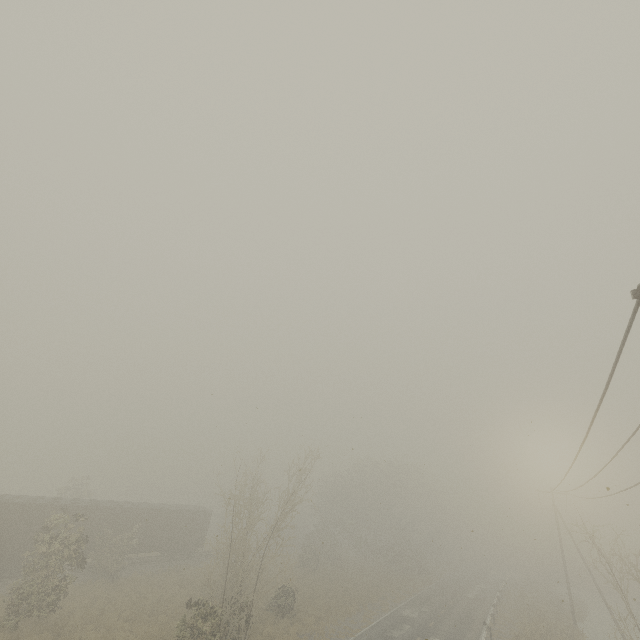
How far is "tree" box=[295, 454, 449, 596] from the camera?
44.5 meters

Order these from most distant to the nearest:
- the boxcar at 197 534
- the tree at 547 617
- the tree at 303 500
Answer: the tree at 547 617 < the boxcar at 197 534 < the tree at 303 500

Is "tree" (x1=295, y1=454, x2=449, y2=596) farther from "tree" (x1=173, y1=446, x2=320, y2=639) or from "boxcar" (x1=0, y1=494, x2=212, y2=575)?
"tree" (x1=173, y1=446, x2=320, y2=639)

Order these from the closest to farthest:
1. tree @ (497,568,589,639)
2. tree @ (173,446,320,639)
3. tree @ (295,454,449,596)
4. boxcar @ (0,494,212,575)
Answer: tree @ (173,446,320,639) < boxcar @ (0,494,212,575) < tree @ (497,568,589,639) < tree @ (295,454,449,596)

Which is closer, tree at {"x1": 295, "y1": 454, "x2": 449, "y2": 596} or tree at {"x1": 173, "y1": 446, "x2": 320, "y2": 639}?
tree at {"x1": 173, "y1": 446, "x2": 320, "y2": 639}

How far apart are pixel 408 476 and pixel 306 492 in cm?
3511

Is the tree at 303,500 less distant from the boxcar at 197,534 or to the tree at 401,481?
the boxcar at 197,534

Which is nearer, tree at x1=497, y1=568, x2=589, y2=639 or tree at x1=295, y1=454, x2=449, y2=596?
tree at x1=497, y1=568, x2=589, y2=639
